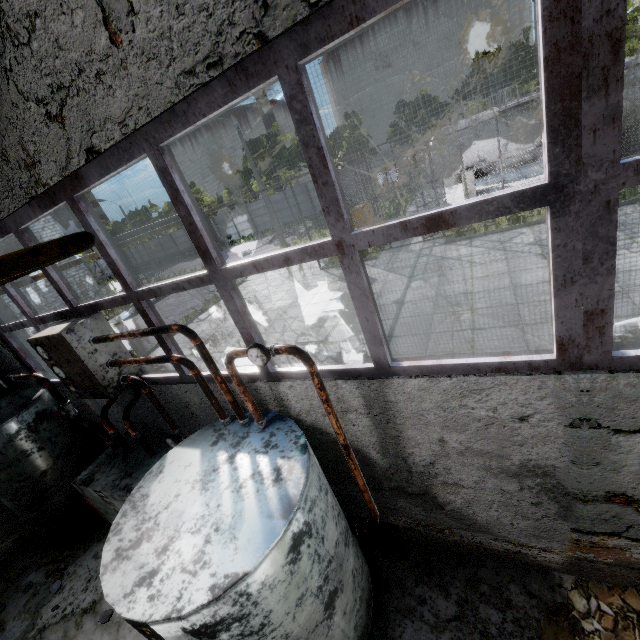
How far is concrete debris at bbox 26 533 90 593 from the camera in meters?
5.3

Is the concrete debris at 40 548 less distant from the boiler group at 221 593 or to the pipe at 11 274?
the boiler group at 221 593

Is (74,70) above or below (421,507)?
above

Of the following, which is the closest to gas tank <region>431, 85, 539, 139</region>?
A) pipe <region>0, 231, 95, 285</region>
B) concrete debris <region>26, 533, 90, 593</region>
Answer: concrete debris <region>26, 533, 90, 593</region>

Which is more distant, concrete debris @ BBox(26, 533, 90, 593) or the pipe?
concrete debris @ BBox(26, 533, 90, 593)

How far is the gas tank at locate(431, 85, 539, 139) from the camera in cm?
1550

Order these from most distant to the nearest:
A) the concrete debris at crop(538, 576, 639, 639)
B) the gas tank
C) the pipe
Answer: the gas tank
the concrete debris at crop(538, 576, 639, 639)
the pipe

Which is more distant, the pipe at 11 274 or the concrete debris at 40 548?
the concrete debris at 40 548
